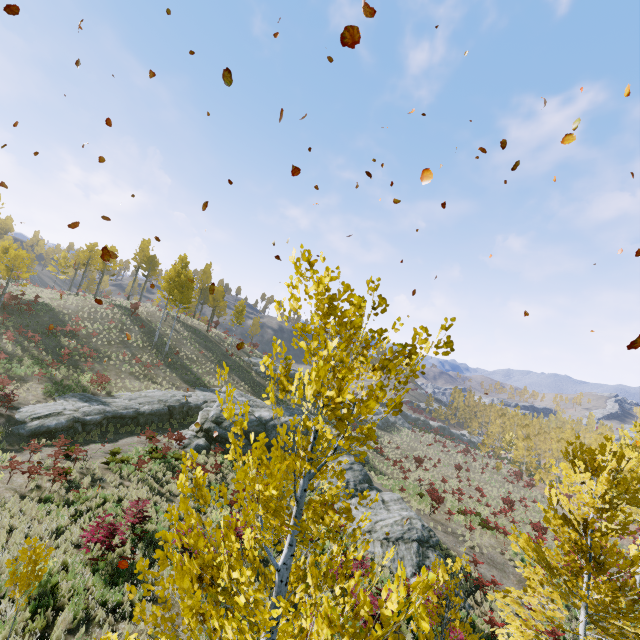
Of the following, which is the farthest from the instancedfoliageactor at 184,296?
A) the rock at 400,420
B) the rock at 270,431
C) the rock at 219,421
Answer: the rock at 400,420

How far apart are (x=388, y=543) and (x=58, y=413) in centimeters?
2080cm

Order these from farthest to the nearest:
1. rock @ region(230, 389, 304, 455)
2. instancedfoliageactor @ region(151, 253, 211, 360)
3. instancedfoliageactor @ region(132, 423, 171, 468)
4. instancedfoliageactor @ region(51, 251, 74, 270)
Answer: instancedfoliageactor @ region(51, 251, 74, 270), instancedfoliageactor @ region(151, 253, 211, 360), rock @ region(230, 389, 304, 455), instancedfoliageactor @ region(132, 423, 171, 468)

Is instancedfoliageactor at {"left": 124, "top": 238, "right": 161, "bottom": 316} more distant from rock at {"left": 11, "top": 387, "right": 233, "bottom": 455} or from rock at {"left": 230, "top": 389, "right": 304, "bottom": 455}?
rock at {"left": 11, "top": 387, "right": 233, "bottom": 455}

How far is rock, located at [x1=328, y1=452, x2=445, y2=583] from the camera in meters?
16.3 m

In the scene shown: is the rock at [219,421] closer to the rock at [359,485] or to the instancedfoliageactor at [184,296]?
the rock at [359,485]

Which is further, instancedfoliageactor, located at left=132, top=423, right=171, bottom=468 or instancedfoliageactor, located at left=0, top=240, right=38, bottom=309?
instancedfoliageactor, located at left=0, top=240, right=38, bottom=309

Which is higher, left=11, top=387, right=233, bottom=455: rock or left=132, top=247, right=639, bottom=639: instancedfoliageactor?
left=132, top=247, right=639, bottom=639: instancedfoliageactor
